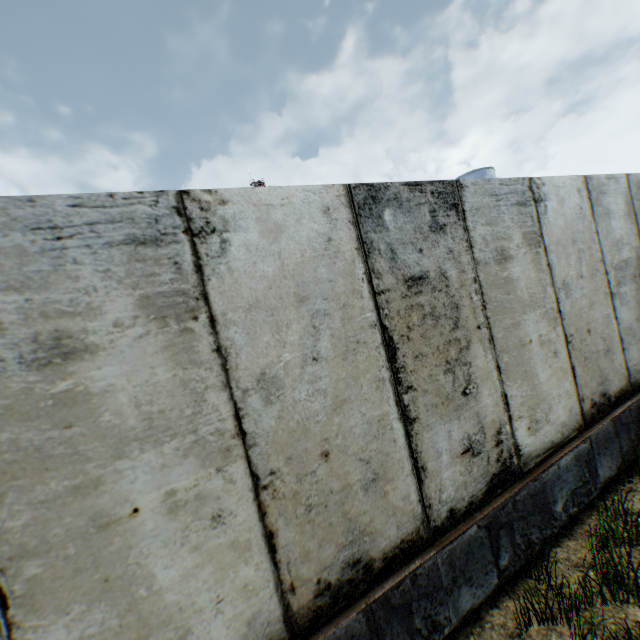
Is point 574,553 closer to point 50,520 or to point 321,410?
point 321,410

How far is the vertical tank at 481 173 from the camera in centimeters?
A: 3084cm

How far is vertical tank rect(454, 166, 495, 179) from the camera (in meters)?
30.84
